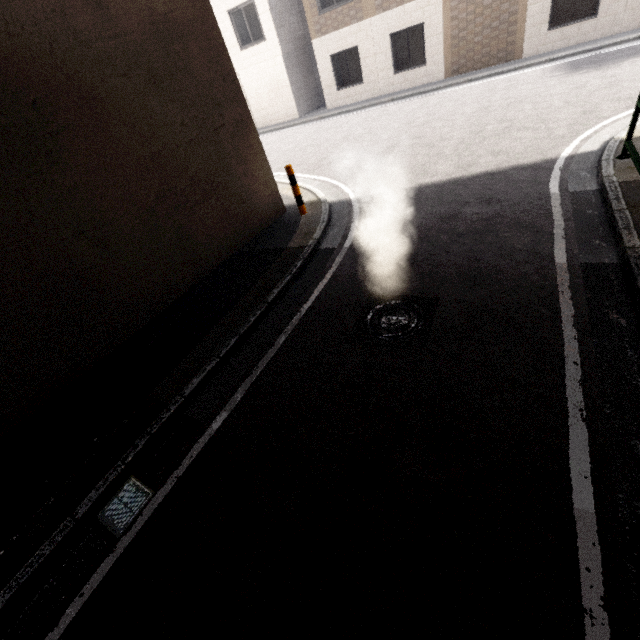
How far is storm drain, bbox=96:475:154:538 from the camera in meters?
3.1

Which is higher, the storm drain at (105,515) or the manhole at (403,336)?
the storm drain at (105,515)

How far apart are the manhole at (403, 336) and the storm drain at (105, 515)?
2.67m

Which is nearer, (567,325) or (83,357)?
(567,325)

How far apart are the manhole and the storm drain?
2.67m

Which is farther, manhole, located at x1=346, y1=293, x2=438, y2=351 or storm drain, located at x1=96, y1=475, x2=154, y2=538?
manhole, located at x1=346, y1=293, x2=438, y2=351

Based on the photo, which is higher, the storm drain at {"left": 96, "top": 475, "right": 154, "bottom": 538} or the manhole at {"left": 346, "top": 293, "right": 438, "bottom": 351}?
the storm drain at {"left": 96, "top": 475, "right": 154, "bottom": 538}

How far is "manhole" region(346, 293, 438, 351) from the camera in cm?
384
